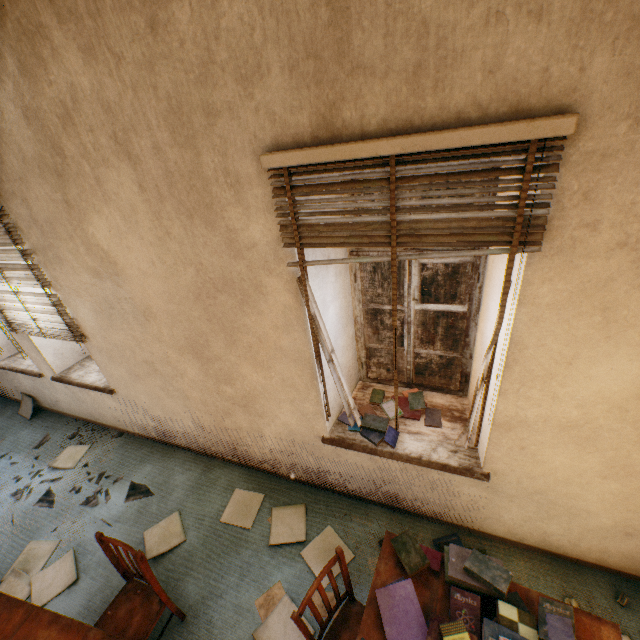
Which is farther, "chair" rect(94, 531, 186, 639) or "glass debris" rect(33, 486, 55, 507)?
"glass debris" rect(33, 486, 55, 507)

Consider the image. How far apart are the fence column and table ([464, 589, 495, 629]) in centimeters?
1098cm

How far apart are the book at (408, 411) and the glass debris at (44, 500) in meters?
3.3 m

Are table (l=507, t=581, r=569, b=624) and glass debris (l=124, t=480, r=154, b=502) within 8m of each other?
yes

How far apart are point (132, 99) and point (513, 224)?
2.05m

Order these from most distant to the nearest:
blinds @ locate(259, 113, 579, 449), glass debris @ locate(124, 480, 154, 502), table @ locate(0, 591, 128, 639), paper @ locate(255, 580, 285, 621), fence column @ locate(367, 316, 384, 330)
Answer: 1. fence column @ locate(367, 316, 384, 330)
2. glass debris @ locate(124, 480, 154, 502)
3. paper @ locate(255, 580, 285, 621)
4. table @ locate(0, 591, 128, 639)
5. blinds @ locate(259, 113, 579, 449)

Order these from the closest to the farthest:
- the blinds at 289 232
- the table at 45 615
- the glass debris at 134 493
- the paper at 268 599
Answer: the blinds at 289 232 < the table at 45 615 < the paper at 268 599 < the glass debris at 134 493

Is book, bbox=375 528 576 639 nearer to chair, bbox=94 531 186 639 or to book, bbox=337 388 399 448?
book, bbox=337 388 399 448
